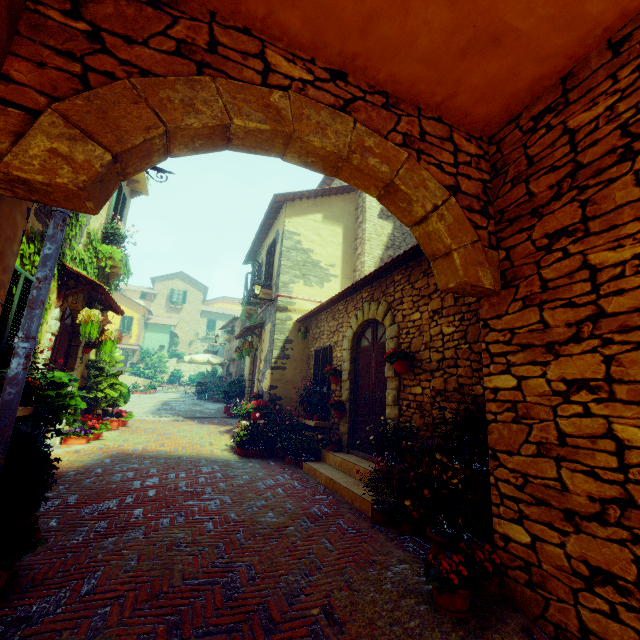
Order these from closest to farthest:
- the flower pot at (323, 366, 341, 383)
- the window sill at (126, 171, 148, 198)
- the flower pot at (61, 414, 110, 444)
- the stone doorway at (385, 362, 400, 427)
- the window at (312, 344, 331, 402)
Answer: the stone doorway at (385, 362, 400, 427)
the flower pot at (61, 414, 110, 444)
the flower pot at (323, 366, 341, 383)
the window at (312, 344, 331, 402)
the window sill at (126, 171, 148, 198)

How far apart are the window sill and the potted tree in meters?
7.3

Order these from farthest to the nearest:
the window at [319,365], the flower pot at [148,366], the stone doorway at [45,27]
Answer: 1. the flower pot at [148,366]
2. the window at [319,365]
3. the stone doorway at [45,27]

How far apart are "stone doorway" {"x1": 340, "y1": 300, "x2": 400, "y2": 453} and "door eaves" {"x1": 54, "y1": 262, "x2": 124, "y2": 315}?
5.1 meters

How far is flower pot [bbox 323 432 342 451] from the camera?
7.16m

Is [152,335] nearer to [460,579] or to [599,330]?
[460,579]

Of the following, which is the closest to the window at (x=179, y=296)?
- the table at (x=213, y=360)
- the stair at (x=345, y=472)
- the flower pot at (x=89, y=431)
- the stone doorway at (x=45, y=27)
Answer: the stone doorway at (x=45, y=27)

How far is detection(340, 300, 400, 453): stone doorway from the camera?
6.1 meters
